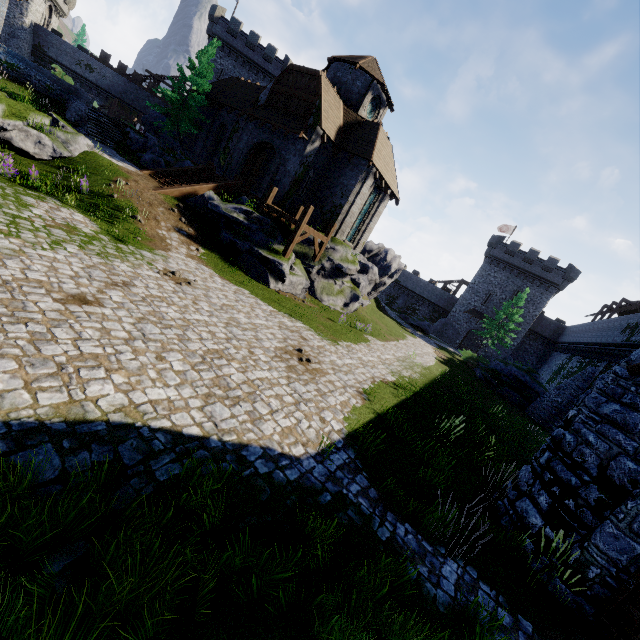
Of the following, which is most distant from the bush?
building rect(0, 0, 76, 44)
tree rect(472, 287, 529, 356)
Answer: building rect(0, 0, 76, 44)

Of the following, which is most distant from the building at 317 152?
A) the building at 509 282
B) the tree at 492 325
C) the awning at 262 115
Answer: the building at 509 282

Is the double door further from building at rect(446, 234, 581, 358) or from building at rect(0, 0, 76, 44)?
building at rect(0, 0, 76, 44)

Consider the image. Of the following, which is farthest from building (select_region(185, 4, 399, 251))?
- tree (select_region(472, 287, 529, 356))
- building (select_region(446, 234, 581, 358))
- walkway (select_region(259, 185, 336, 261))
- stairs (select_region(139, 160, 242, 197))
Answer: building (select_region(446, 234, 581, 358))

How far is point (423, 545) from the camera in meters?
6.1

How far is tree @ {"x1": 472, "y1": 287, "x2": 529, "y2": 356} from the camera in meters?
37.9

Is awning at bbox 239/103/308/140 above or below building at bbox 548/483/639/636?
above

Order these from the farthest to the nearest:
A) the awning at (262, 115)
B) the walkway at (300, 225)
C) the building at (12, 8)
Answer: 1. the building at (12, 8)
2. the awning at (262, 115)
3. the walkway at (300, 225)
